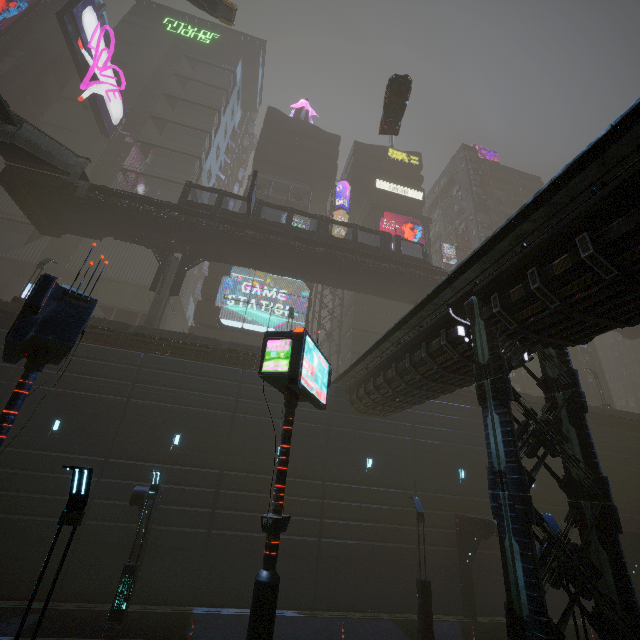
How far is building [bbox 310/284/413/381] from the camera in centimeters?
3597cm

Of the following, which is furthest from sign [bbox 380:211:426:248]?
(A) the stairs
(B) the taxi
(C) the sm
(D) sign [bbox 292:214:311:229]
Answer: (A) the stairs

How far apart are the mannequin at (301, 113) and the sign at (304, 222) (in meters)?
22.45

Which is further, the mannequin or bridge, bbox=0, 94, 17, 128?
the mannequin

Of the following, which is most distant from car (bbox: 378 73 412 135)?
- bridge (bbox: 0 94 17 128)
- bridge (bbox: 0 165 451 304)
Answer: bridge (bbox: 0 94 17 128)

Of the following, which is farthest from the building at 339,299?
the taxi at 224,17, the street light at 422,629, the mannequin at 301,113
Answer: the taxi at 224,17

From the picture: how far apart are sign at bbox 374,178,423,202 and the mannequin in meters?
15.6 m

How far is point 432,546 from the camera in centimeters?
1916cm
